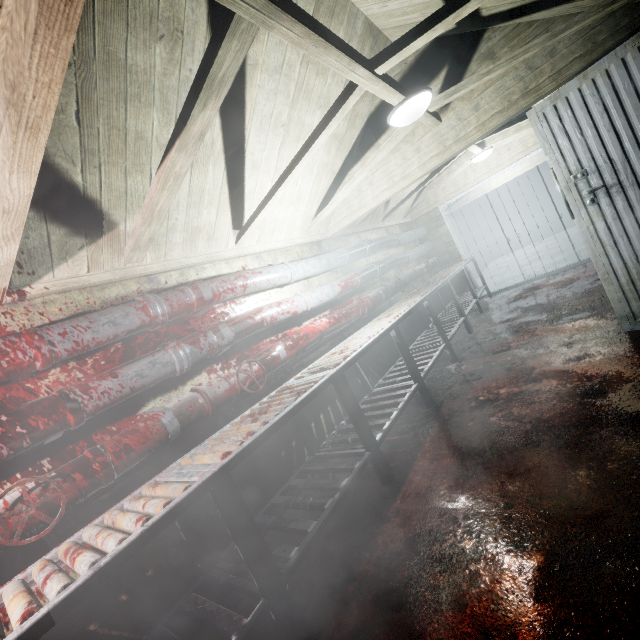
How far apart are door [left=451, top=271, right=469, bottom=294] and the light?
4.0 meters

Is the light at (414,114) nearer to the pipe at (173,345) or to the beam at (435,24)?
the beam at (435,24)

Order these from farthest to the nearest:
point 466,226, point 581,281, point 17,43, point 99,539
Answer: point 466,226
point 581,281
point 99,539
point 17,43

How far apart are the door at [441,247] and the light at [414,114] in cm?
405

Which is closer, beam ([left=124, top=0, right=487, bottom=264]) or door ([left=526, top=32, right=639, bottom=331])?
beam ([left=124, top=0, right=487, bottom=264])

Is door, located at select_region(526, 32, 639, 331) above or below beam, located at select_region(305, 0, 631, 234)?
below

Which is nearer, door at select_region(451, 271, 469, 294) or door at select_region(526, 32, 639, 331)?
door at select_region(526, 32, 639, 331)
